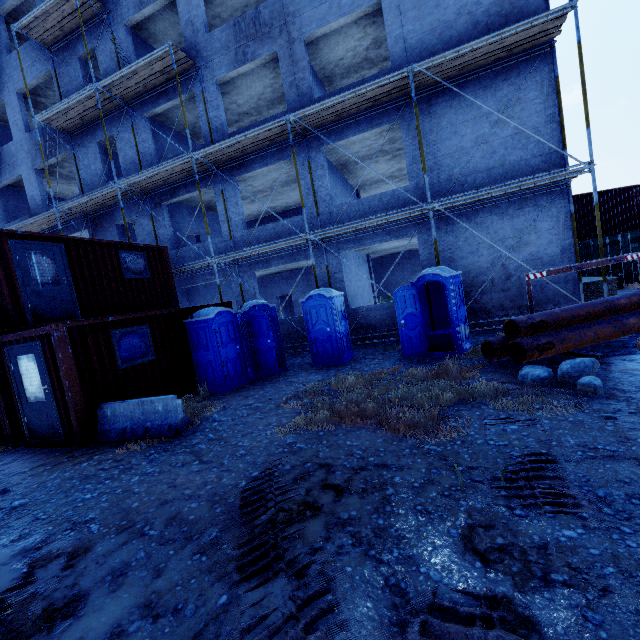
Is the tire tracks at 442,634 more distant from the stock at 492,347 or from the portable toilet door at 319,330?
the portable toilet door at 319,330

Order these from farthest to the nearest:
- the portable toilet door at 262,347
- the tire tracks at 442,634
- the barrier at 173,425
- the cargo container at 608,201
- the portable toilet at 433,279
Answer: the cargo container at 608,201, the portable toilet door at 262,347, the portable toilet at 433,279, the barrier at 173,425, the tire tracks at 442,634

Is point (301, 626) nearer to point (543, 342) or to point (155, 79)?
point (543, 342)

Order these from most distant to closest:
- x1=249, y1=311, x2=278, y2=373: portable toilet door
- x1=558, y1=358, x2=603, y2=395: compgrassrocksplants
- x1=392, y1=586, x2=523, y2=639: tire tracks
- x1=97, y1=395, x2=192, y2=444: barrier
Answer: x1=249, y1=311, x2=278, y2=373: portable toilet door
x1=97, y1=395, x2=192, y2=444: barrier
x1=558, y1=358, x2=603, y2=395: compgrassrocksplants
x1=392, y1=586, x2=523, y2=639: tire tracks

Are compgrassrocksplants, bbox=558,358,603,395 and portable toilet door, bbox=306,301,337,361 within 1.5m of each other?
no

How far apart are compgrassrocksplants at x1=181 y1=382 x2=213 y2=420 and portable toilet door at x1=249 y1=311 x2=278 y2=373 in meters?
1.9 m

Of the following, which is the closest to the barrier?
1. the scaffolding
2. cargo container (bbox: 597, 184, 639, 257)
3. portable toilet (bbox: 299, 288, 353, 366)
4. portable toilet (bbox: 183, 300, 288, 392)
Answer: portable toilet (bbox: 183, 300, 288, 392)

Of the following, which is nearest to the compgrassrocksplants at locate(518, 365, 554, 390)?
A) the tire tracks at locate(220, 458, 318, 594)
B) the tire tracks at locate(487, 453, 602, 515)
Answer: the tire tracks at locate(487, 453, 602, 515)
